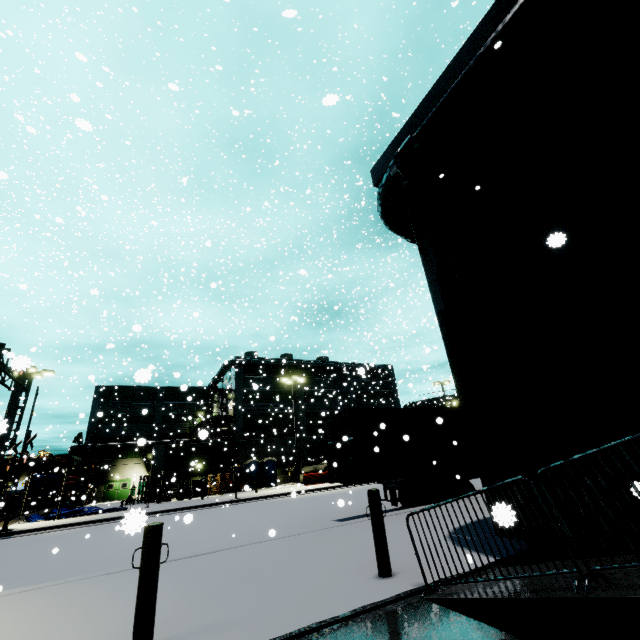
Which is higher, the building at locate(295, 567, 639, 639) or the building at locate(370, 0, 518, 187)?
the building at locate(370, 0, 518, 187)

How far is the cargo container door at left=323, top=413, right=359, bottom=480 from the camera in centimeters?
1096cm

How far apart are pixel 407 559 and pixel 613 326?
5.31m

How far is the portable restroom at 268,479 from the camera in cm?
3328

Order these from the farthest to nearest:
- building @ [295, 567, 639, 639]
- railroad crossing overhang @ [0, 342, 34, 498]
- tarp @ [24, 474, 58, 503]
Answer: tarp @ [24, 474, 58, 503] → railroad crossing overhang @ [0, 342, 34, 498] → building @ [295, 567, 639, 639]

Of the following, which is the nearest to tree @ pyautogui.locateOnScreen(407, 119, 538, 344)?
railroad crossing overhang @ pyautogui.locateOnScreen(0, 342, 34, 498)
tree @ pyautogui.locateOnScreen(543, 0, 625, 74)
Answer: tree @ pyautogui.locateOnScreen(543, 0, 625, 74)

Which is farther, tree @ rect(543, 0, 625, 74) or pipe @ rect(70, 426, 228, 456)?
pipe @ rect(70, 426, 228, 456)

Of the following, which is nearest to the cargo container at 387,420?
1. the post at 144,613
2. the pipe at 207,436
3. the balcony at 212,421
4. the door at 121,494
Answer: the pipe at 207,436
